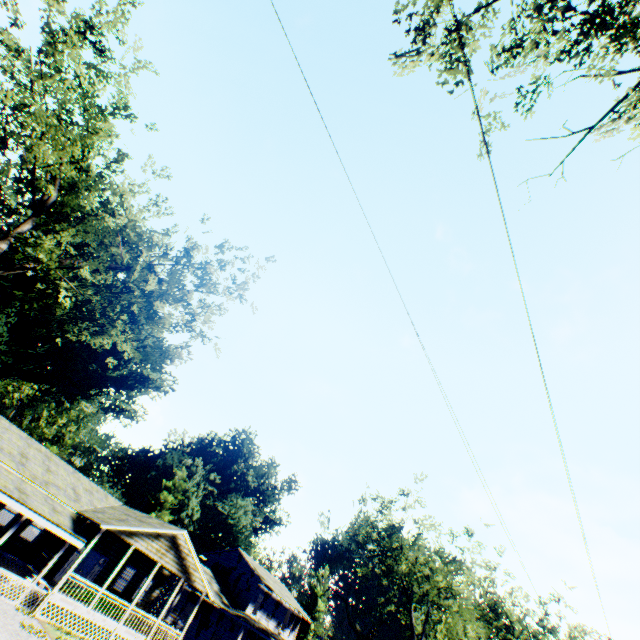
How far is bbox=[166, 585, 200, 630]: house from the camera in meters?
29.3 m

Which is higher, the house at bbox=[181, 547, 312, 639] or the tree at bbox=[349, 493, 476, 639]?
the tree at bbox=[349, 493, 476, 639]

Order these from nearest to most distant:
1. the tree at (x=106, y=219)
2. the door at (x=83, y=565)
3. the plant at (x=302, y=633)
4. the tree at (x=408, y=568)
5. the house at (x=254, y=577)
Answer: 1. the tree at (x=106, y=219)
2. the door at (x=83, y=565)
3. the house at (x=254, y=577)
4. the tree at (x=408, y=568)
5. the plant at (x=302, y=633)

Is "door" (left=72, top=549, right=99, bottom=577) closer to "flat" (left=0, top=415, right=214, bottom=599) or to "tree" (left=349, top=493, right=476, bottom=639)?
"flat" (left=0, top=415, right=214, bottom=599)

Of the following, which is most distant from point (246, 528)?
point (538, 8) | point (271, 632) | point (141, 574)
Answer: point (538, 8)

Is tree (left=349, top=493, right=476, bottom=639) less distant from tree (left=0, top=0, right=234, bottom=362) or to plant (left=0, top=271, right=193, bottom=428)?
plant (left=0, top=271, right=193, bottom=428)

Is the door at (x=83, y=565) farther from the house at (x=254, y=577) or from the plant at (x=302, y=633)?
the plant at (x=302, y=633)

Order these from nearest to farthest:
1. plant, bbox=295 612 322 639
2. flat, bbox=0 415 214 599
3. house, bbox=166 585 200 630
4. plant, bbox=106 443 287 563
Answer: flat, bbox=0 415 214 599 < house, bbox=166 585 200 630 < plant, bbox=106 443 287 563 < plant, bbox=295 612 322 639
